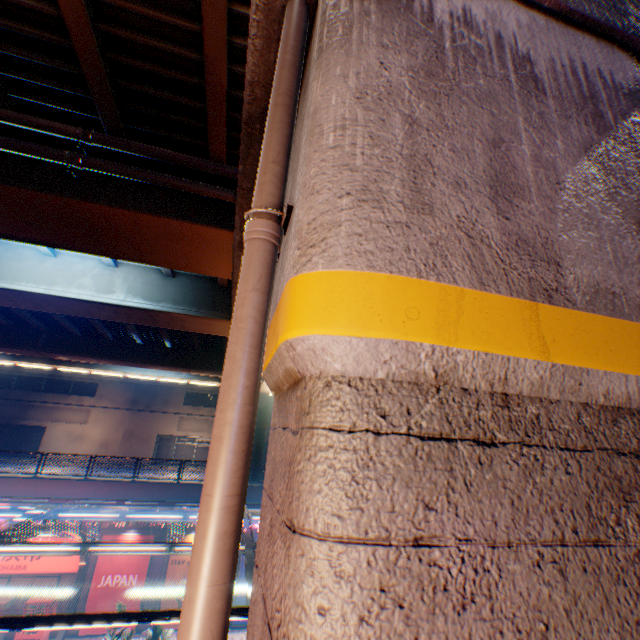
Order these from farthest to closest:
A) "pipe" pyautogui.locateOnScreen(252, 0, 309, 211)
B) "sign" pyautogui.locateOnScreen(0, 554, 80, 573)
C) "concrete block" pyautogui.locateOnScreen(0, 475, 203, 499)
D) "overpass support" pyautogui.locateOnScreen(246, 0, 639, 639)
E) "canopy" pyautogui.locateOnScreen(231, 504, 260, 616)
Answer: "concrete block" pyautogui.locateOnScreen(0, 475, 203, 499)
"sign" pyautogui.locateOnScreen(0, 554, 80, 573)
"canopy" pyautogui.locateOnScreen(231, 504, 260, 616)
"pipe" pyautogui.locateOnScreen(252, 0, 309, 211)
"overpass support" pyautogui.locateOnScreen(246, 0, 639, 639)

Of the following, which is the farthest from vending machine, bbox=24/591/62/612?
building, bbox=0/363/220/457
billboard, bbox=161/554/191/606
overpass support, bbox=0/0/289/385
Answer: building, bbox=0/363/220/457

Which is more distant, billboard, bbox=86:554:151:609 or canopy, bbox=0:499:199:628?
billboard, bbox=86:554:151:609

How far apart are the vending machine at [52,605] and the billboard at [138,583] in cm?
118

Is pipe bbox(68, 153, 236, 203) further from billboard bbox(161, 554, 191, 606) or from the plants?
billboard bbox(161, 554, 191, 606)

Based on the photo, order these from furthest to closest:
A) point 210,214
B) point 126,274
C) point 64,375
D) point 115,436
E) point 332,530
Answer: point 64,375 < point 115,436 < point 126,274 < point 210,214 < point 332,530

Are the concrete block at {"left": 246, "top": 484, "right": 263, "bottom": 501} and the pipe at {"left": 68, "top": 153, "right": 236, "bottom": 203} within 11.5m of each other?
no

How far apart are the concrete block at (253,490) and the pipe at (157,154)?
19.1m
